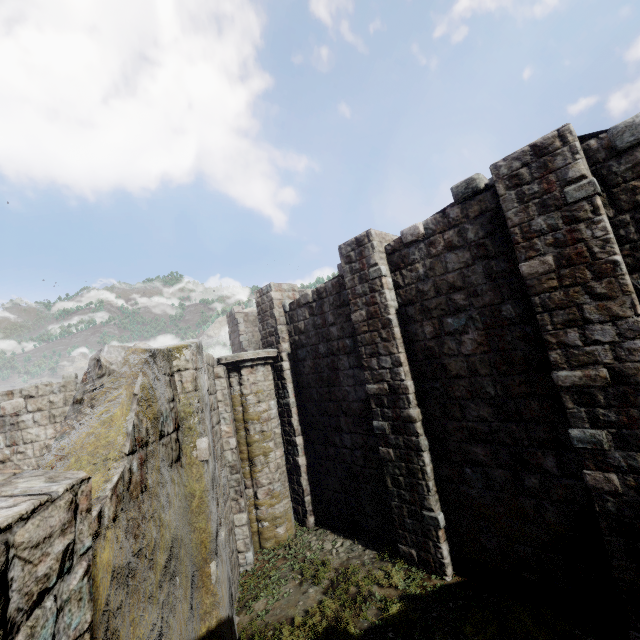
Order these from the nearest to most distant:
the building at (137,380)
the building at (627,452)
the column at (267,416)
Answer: the building at (137,380), the building at (627,452), the column at (267,416)

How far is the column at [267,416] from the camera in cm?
1018

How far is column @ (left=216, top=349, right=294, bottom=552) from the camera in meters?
10.2 m

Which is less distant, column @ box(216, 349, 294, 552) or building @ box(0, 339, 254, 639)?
building @ box(0, 339, 254, 639)

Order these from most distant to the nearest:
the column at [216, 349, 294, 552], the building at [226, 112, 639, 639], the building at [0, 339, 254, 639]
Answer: the column at [216, 349, 294, 552]
the building at [226, 112, 639, 639]
the building at [0, 339, 254, 639]

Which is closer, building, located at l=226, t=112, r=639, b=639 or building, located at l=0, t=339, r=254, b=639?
building, located at l=0, t=339, r=254, b=639

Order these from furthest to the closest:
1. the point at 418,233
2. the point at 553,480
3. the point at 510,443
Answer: the point at 418,233 < the point at 510,443 < the point at 553,480
